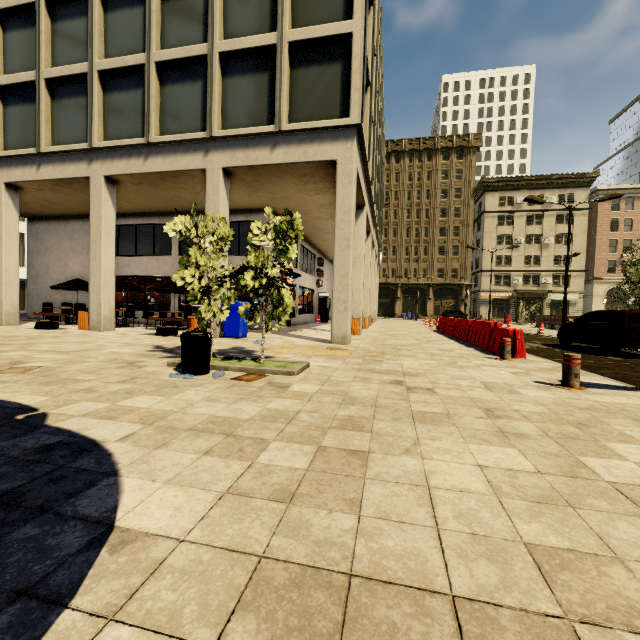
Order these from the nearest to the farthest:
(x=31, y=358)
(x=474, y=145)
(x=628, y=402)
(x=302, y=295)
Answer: (x=628, y=402), (x=31, y=358), (x=302, y=295), (x=474, y=145)

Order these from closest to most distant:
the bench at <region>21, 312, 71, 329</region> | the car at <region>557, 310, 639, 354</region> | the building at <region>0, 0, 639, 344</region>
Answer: the car at <region>557, 310, 639, 354</region>
the building at <region>0, 0, 639, 344</region>
the bench at <region>21, 312, 71, 329</region>

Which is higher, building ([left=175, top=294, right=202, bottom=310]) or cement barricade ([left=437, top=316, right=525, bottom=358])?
building ([left=175, top=294, right=202, bottom=310])

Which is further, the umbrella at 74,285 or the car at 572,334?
the umbrella at 74,285

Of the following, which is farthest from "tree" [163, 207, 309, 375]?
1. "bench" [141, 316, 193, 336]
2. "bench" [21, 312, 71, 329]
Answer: "bench" [141, 316, 193, 336]

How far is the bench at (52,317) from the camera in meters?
12.6 m

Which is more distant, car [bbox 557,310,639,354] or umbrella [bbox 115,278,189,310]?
umbrella [bbox 115,278,189,310]

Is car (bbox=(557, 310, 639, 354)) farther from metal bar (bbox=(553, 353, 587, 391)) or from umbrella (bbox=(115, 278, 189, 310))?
umbrella (bbox=(115, 278, 189, 310))
